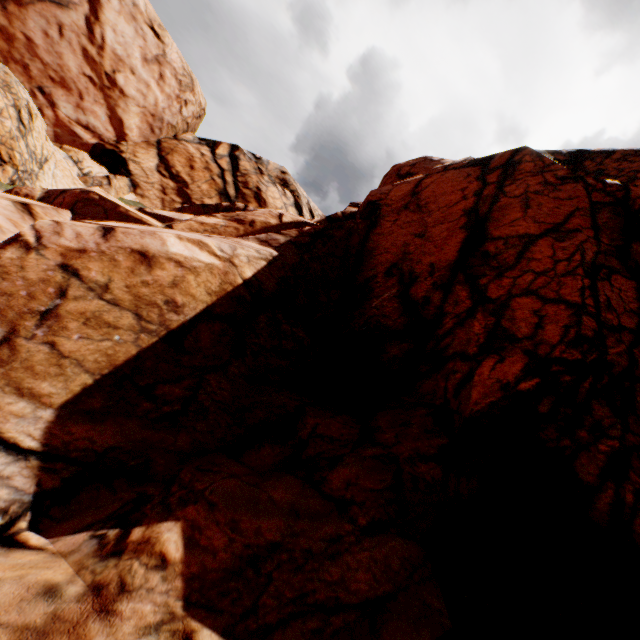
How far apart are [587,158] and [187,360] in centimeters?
1575cm
